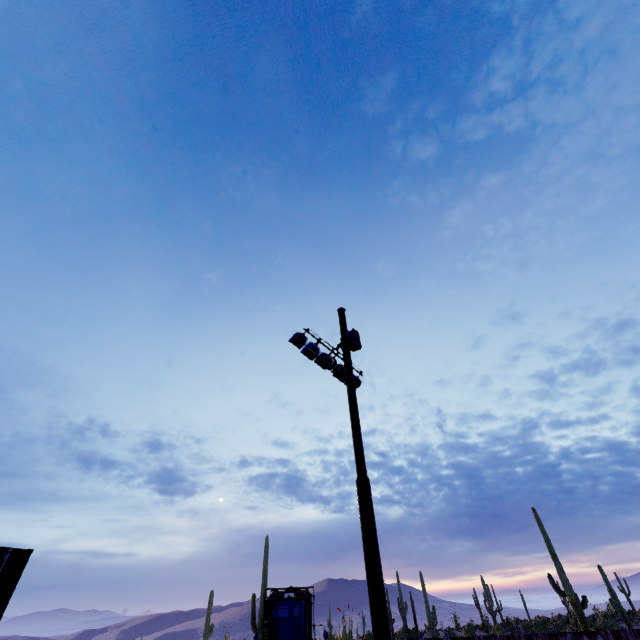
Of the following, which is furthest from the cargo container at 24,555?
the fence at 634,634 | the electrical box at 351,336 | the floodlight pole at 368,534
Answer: the electrical box at 351,336

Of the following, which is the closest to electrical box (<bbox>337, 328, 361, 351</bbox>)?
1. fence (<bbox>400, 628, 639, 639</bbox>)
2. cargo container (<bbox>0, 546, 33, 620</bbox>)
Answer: fence (<bbox>400, 628, 639, 639</bbox>)

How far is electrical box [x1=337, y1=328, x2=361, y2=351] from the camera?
10.04m

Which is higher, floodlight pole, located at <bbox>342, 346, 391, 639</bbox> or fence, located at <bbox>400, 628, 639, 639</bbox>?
floodlight pole, located at <bbox>342, 346, 391, 639</bbox>

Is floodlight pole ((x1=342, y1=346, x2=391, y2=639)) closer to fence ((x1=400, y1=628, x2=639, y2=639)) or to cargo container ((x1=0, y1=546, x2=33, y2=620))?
fence ((x1=400, y1=628, x2=639, y2=639))

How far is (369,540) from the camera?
6.7m

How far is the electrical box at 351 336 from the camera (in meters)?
10.04

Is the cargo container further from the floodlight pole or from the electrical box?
the electrical box
